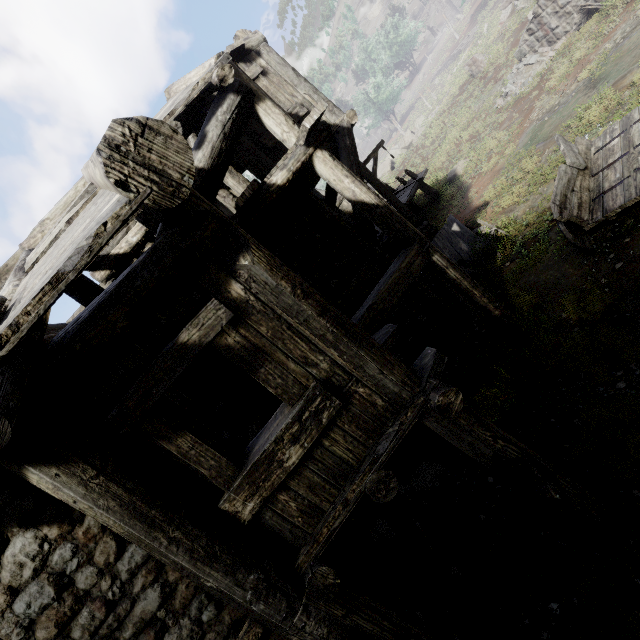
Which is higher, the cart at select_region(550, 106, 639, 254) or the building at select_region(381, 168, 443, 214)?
the building at select_region(381, 168, 443, 214)

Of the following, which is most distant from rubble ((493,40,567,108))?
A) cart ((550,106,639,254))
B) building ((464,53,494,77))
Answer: cart ((550,106,639,254))

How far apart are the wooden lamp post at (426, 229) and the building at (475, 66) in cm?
1688

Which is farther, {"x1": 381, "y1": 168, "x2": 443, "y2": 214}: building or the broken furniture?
{"x1": 381, "y1": 168, "x2": 443, "y2": 214}: building

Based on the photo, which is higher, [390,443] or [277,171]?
[277,171]

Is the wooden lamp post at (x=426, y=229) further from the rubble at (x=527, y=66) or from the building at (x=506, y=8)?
the building at (x=506, y=8)

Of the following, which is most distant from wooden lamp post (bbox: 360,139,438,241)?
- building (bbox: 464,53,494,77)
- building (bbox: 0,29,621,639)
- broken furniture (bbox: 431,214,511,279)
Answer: building (bbox: 464,53,494,77)

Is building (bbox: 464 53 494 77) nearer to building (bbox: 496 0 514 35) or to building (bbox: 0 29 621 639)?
building (bbox: 496 0 514 35)
